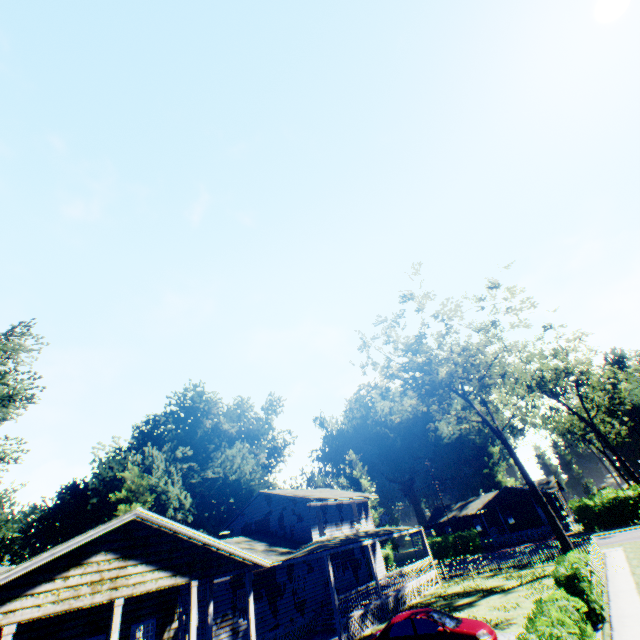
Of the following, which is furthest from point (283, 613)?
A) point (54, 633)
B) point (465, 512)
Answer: point (465, 512)

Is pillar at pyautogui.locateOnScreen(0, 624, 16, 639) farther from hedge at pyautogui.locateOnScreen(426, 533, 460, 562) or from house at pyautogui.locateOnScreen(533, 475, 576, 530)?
house at pyautogui.locateOnScreen(533, 475, 576, 530)

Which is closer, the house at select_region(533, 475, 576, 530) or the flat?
the flat

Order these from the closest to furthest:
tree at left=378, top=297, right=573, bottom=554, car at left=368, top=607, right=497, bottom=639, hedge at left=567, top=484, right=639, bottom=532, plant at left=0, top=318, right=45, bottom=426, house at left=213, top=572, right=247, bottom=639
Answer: car at left=368, top=607, right=497, bottom=639, house at left=213, top=572, right=247, bottom=639, tree at left=378, top=297, right=573, bottom=554, plant at left=0, top=318, right=45, bottom=426, hedge at left=567, top=484, right=639, bottom=532

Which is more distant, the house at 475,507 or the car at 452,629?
the house at 475,507

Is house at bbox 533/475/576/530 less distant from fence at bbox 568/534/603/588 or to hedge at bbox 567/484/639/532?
hedge at bbox 567/484/639/532

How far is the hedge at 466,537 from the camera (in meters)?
41.58

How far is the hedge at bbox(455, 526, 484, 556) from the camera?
41.6m
